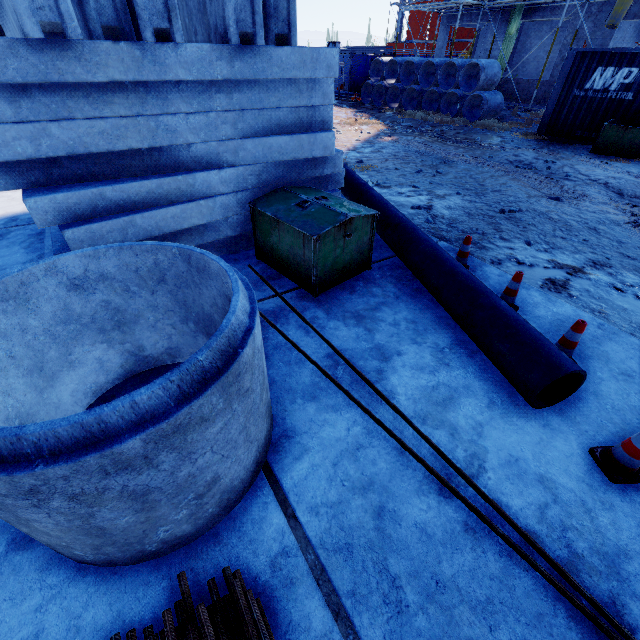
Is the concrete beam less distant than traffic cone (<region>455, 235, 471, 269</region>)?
Yes

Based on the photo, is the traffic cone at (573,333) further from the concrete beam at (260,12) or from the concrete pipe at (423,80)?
the concrete pipe at (423,80)

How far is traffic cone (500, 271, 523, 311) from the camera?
3.56m

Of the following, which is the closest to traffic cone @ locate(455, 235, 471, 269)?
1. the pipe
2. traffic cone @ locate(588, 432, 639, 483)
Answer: the pipe

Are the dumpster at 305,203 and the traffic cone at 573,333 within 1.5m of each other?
no

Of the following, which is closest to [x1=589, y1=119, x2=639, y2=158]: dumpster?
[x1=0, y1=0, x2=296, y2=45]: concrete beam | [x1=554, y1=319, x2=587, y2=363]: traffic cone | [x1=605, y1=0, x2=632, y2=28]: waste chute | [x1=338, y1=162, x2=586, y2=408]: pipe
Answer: [x1=605, y1=0, x2=632, y2=28]: waste chute

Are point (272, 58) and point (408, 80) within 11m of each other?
no

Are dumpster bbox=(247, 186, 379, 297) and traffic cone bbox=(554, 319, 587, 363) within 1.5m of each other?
no
